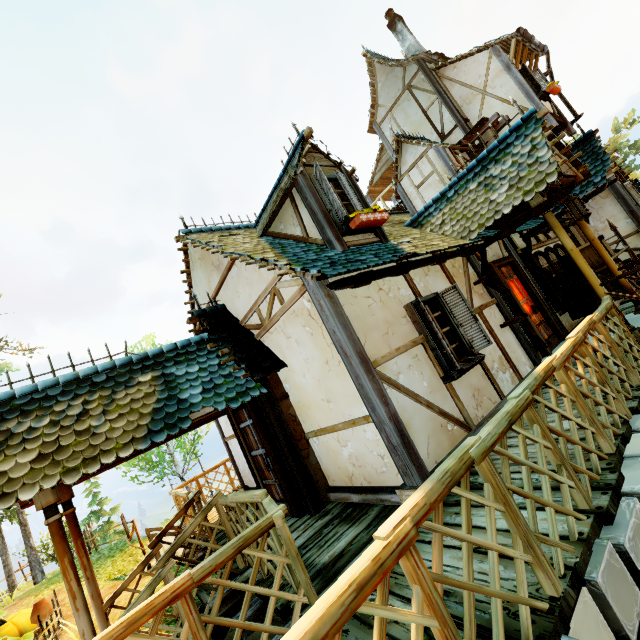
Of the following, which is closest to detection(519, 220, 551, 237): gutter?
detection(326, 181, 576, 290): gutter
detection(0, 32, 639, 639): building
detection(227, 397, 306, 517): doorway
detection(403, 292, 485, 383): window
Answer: detection(0, 32, 639, 639): building

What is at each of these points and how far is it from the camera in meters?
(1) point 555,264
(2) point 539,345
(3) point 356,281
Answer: (1) window, 8.7
(2) drain pipe, 5.9
(3) gutter, 4.0

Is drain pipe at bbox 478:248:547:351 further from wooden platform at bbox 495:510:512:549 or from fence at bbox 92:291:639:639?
fence at bbox 92:291:639:639

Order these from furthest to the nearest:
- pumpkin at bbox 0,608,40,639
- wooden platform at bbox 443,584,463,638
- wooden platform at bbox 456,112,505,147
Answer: wooden platform at bbox 456,112,505,147 < pumpkin at bbox 0,608,40,639 < wooden platform at bbox 443,584,463,638

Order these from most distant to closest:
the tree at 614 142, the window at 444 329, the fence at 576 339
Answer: the tree at 614 142 → the window at 444 329 → the fence at 576 339

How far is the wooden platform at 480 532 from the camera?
2.8 meters

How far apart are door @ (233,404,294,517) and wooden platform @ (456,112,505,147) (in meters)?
11.41

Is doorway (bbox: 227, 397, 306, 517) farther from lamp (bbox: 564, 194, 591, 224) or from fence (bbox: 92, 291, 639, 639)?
lamp (bbox: 564, 194, 591, 224)
